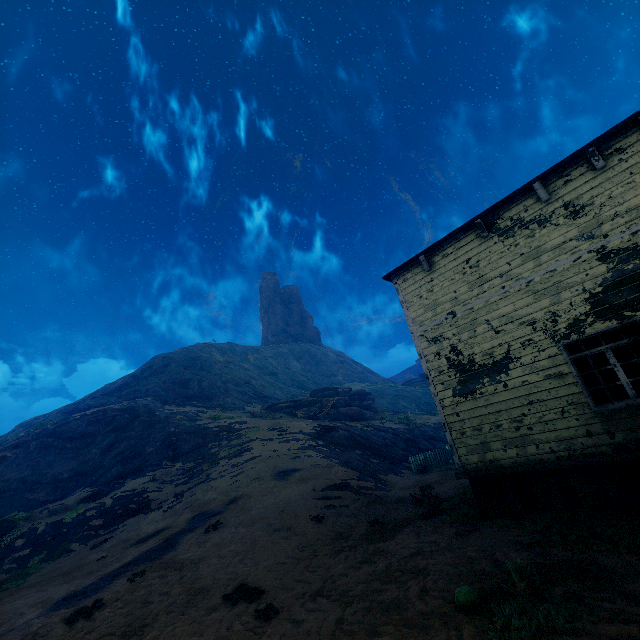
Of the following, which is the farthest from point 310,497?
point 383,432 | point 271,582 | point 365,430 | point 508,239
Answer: point 383,432

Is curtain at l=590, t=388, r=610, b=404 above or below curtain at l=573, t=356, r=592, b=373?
below

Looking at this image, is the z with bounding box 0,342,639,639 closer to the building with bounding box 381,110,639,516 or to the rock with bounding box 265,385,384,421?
the building with bounding box 381,110,639,516

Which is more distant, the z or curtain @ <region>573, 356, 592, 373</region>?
curtain @ <region>573, 356, 592, 373</region>

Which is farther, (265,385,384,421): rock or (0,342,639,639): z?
(265,385,384,421): rock

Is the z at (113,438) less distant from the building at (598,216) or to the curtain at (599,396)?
the building at (598,216)

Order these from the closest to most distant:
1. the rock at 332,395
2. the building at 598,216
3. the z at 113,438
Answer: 1. the z at 113,438
2. the building at 598,216
3. the rock at 332,395

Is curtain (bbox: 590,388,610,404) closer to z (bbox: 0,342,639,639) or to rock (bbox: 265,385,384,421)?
z (bbox: 0,342,639,639)
